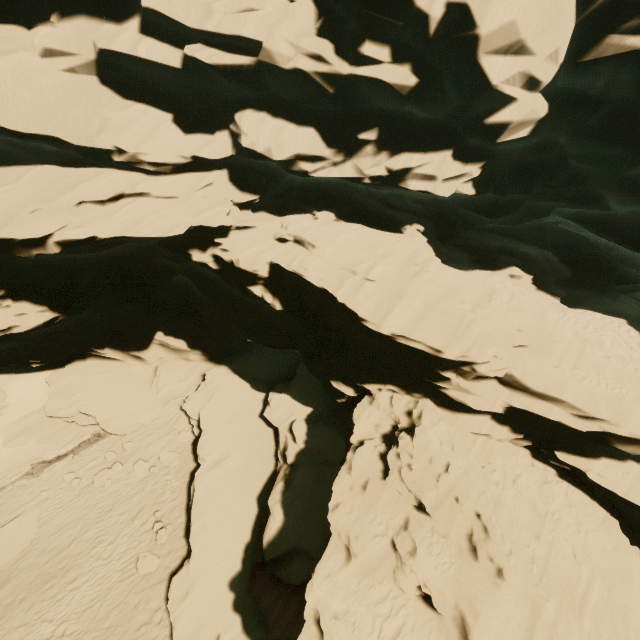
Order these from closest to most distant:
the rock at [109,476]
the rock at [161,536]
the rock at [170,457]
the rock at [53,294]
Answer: the rock at [53,294], the rock at [161,536], the rock at [109,476], the rock at [170,457]

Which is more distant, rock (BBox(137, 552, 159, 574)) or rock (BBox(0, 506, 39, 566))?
rock (BBox(0, 506, 39, 566))

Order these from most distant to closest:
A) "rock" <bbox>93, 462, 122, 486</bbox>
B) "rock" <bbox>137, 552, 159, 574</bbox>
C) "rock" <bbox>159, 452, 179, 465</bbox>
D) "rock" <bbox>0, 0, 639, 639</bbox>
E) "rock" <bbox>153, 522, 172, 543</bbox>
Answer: "rock" <bbox>159, 452, 179, 465</bbox>, "rock" <bbox>93, 462, 122, 486</bbox>, "rock" <bbox>153, 522, 172, 543</bbox>, "rock" <bbox>137, 552, 159, 574</bbox>, "rock" <bbox>0, 0, 639, 639</bbox>

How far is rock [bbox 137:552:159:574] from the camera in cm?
1191

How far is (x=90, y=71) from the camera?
A: 10.20m

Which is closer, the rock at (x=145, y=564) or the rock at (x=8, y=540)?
the rock at (x=145, y=564)
